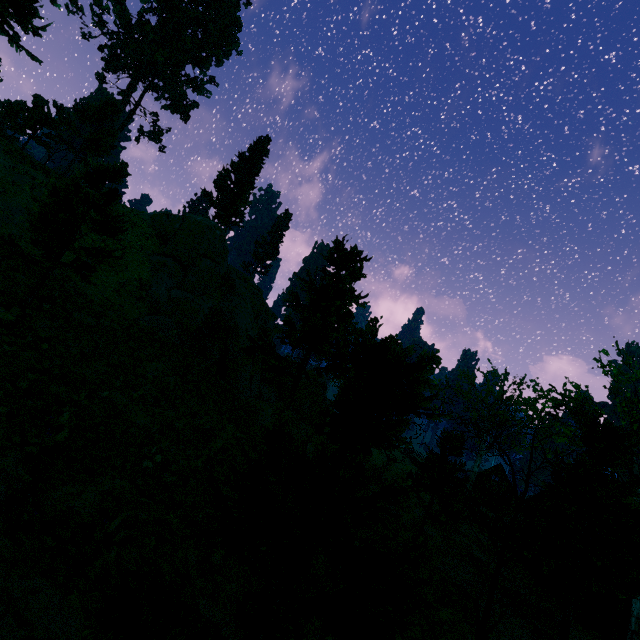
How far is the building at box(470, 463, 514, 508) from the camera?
50.8m

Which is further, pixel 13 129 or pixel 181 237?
pixel 13 129

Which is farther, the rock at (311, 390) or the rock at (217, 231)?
the rock at (311, 390)

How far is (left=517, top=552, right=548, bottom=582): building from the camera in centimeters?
2048cm

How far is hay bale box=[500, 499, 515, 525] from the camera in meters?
32.6

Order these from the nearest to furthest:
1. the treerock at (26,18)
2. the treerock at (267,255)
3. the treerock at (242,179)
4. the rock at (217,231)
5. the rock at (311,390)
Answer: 1. the treerock at (26,18)
2. the rock at (217,231)
3. the rock at (311,390)
4. the treerock at (242,179)
5. the treerock at (267,255)

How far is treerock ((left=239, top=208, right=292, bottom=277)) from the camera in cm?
5197

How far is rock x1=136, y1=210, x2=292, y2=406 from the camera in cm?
2359
